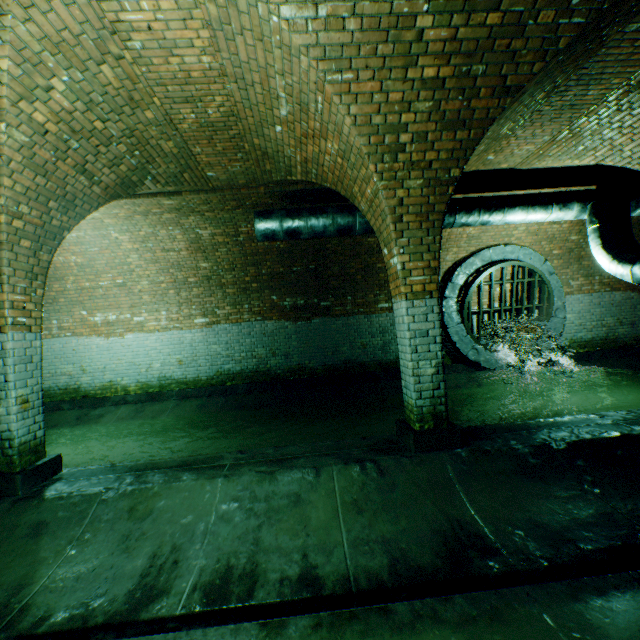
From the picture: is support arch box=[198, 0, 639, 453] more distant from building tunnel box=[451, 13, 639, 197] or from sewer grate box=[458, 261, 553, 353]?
sewer grate box=[458, 261, 553, 353]

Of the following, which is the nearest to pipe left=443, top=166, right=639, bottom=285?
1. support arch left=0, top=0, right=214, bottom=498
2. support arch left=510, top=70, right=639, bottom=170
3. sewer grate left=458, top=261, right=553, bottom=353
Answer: support arch left=510, top=70, right=639, bottom=170

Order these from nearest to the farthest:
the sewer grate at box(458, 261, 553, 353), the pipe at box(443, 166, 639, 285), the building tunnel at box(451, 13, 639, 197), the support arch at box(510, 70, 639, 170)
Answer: the building tunnel at box(451, 13, 639, 197) → the support arch at box(510, 70, 639, 170) → the pipe at box(443, 166, 639, 285) → the sewer grate at box(458, 261, 553, 353)

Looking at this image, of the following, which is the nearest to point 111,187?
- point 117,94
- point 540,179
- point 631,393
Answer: point 117,94

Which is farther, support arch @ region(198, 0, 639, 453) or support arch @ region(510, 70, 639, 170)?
support arch @ region(510, 70, 639, 170)

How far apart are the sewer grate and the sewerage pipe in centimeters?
1cm

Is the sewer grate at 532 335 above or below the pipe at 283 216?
below

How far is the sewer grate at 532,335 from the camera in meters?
8.5
